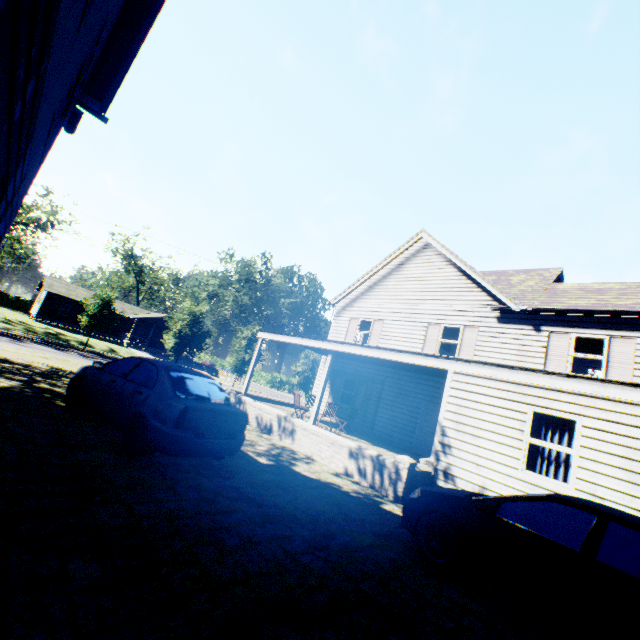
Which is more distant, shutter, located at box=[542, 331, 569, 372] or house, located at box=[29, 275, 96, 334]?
house, located at box=[29, 275, 96, 334]

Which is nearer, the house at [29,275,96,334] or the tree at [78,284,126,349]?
the tree at [78,284,126,349]

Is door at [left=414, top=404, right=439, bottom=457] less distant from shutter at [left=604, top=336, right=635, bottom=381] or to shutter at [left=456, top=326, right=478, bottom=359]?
shutter at [left=456, top=326, right=478, bottom=359]

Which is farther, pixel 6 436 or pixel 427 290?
pixel 427 290

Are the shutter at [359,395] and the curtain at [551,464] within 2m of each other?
no

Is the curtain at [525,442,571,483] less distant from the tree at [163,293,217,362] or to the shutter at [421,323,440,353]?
the shutter at [421,323,440,353]

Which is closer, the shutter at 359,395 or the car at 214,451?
the car at 214,451

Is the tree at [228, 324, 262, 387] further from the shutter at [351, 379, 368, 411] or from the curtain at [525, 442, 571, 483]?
the curtain at [525, 442, 571, 483]
